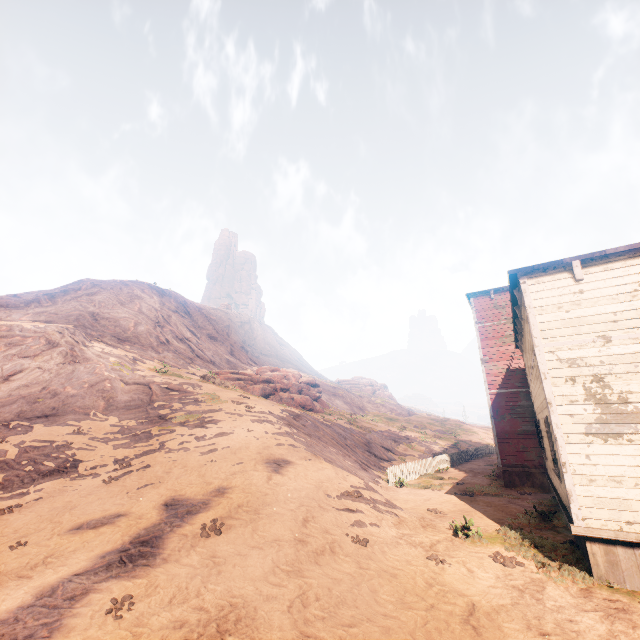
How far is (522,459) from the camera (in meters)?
16.86

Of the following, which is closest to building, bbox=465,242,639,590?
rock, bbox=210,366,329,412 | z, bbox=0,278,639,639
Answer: z, bbox=0,278,639,639

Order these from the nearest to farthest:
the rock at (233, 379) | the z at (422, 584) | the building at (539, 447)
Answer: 1. the z at (422, 584)
2. the building at (539, 447)
3. the rock at (233, 379)

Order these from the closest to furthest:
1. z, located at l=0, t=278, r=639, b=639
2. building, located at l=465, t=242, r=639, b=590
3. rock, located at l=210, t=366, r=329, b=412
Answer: z, located at l=0, t=278, r=639, b=639, building, located at l=465, t=242, r=639, b=590, rock, located at l=210, t=366, r=329, b=412

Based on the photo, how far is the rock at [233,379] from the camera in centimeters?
2992cm

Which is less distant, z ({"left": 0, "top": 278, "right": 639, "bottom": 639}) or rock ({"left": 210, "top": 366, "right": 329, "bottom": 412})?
z ({"left": 0, "top": 278, "right": 639, "bottom": 639})
